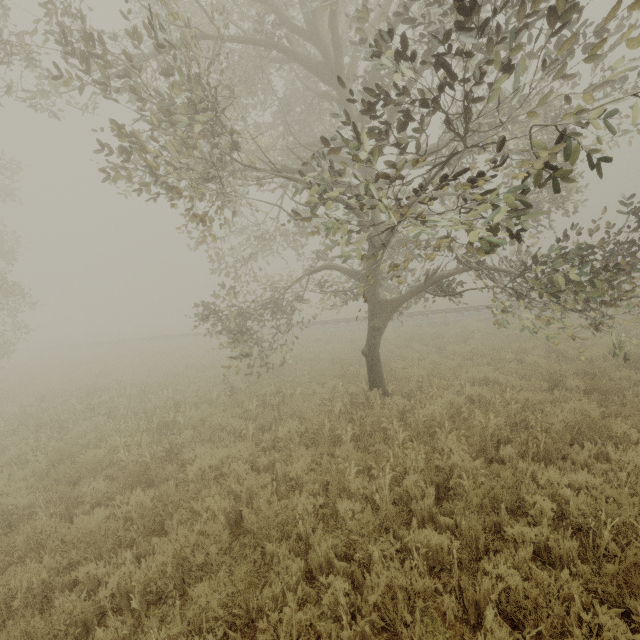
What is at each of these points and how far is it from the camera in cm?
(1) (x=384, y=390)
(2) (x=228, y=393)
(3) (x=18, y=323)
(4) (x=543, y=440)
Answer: (1) tree, 866
(2) tree, 1009
(3) tree, 1653
(4) tree, 536

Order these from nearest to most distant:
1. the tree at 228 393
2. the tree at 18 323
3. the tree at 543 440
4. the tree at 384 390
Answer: the tree at 384 390 < the tree at 543 440 < the tree at 228 393 < the tree at 18 323

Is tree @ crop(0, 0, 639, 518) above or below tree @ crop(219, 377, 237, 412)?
above

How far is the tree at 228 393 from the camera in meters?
9.1

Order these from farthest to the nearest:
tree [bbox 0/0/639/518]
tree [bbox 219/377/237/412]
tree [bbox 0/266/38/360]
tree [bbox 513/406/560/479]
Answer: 1. tree [bbox 0/266/38/360]
2. tree [bbox 219/377/237/412]
3. tree [bbox 513/406/560/479]
4. tree [bbox 0/0/639/518]

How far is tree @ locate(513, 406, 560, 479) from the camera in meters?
4.9 m

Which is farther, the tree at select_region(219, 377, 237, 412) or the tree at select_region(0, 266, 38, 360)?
the tree at select_region(0, 266, 38, 360)
